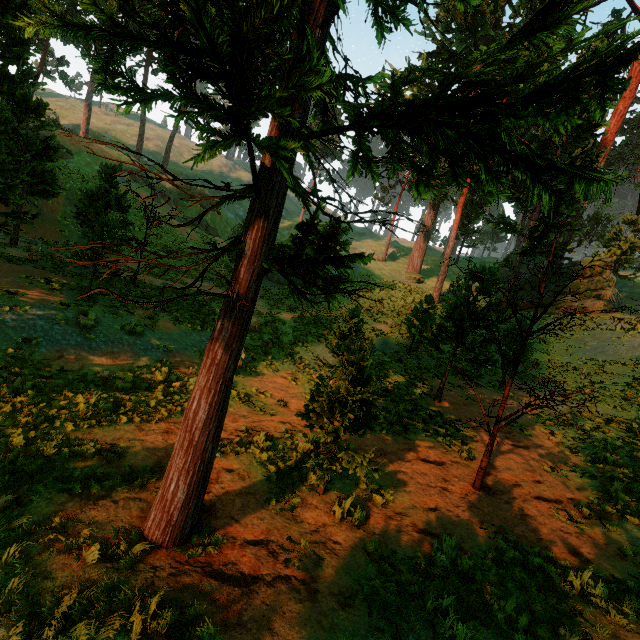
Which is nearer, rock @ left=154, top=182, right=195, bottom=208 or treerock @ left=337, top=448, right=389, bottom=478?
treerock @ left=337, top=448, right=389, bottom=478

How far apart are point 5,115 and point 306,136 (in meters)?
14.33

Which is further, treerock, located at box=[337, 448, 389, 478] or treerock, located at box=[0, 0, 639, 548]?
treerock, located at box=[337, 448, 389, 478]

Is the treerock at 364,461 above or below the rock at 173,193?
below

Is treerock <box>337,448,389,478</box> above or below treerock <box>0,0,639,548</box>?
below

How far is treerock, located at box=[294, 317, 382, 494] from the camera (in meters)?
6.34

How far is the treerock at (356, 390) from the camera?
6.34m
